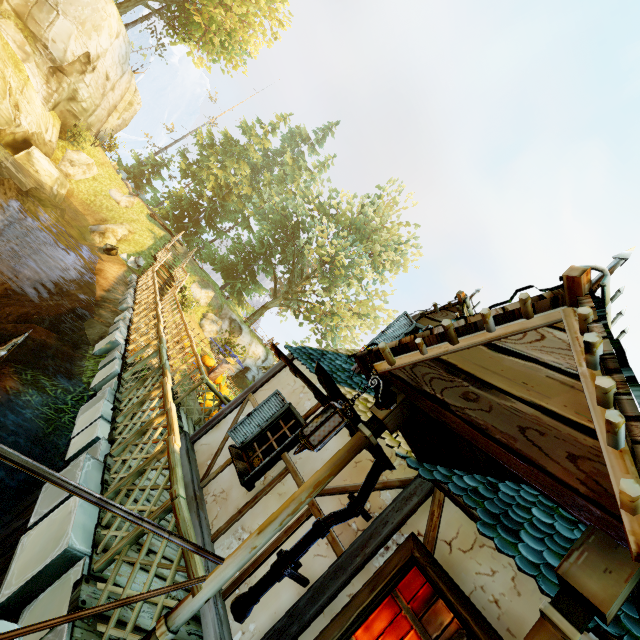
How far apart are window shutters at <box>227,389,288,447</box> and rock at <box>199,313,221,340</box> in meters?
18.9

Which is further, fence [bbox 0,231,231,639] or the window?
the window

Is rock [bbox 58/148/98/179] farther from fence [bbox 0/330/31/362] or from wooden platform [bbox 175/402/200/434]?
wooden platform [bbox 175/402/200/434]

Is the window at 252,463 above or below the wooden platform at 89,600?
above

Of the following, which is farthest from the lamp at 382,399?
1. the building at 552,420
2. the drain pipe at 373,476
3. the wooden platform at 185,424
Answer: the wooden platform at 185,424

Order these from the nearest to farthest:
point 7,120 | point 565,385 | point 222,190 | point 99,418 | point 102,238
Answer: point 565,385
point 99,418
point 7,120
point 102,238
point 222,190

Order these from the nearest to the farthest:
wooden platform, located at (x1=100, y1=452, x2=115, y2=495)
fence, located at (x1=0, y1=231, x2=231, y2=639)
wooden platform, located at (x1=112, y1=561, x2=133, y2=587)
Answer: fence, located at (x1=0, y1=231, x2=231, y2=639) → wooden platform, located at (x1=112, y1=561, x2=133, y2=587) → wooden platform, located at (x1=100, y1=452, x2=115, y2=495)

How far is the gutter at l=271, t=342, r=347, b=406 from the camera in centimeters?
296cm
